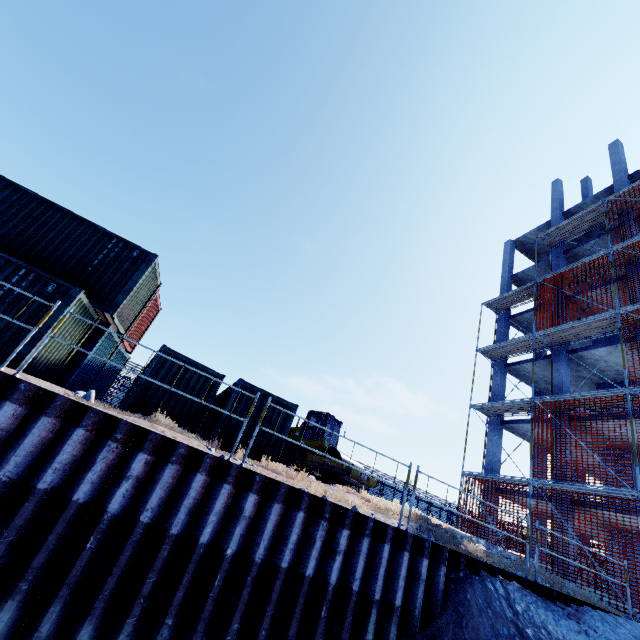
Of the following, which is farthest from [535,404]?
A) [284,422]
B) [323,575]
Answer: [323,575]

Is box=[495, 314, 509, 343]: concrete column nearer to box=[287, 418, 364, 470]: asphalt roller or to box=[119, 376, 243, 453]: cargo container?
box=[287, 418, 364, 470]: asphalt roller

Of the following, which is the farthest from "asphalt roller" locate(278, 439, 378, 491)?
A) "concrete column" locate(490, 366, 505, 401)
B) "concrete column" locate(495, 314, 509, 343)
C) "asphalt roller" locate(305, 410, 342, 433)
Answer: "concrete column" locate(495, 314, 509, 343)

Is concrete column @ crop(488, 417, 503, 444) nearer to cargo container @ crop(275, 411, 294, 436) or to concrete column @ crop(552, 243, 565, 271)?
concrete column @ crop(552, 243, 565, 271)

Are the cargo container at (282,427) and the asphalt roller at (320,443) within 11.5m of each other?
yes

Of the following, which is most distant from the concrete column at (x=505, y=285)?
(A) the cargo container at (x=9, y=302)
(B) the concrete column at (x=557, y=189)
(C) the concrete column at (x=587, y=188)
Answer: (A) the cargo container at (x=9, y=302)

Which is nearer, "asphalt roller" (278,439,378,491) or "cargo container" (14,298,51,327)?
"cargo container" (14,298,51,327)

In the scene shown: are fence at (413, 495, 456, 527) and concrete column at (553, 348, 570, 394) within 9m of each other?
no
